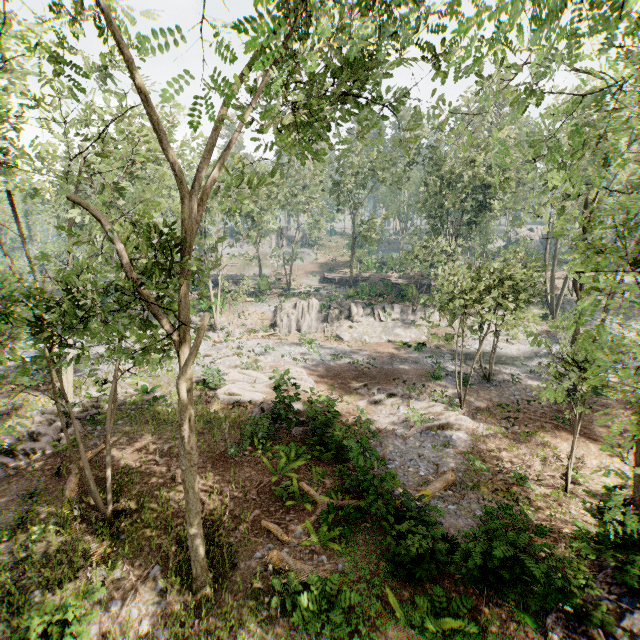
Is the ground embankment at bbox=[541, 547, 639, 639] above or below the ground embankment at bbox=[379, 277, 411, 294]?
below

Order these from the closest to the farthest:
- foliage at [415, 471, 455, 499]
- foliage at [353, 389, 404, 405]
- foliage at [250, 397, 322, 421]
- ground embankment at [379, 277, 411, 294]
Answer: foliage at [415, 471, 455, 499]
foliage at [250, 397, 322, 421]
foliage at [353, 389, 404, 405]
ground embankment at [379, 277, 411, 294]

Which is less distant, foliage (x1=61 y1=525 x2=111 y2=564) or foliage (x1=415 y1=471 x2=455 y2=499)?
foliage (x1=61 y1=525 x2=111 y2=564)

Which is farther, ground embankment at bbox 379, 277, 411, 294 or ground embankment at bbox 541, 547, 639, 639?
ground embankment at bbox 379, 277, 411, 294

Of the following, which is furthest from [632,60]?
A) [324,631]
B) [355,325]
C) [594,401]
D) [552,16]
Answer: [355,325]

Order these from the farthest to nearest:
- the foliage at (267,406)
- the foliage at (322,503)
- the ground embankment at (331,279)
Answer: the ground embankment at (331,279) < the foliage at (267,406) < the foliage at (322,503)

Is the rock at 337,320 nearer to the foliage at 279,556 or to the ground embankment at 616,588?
the foliage at 279,556

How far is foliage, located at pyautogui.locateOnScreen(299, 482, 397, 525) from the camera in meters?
10.5 m
